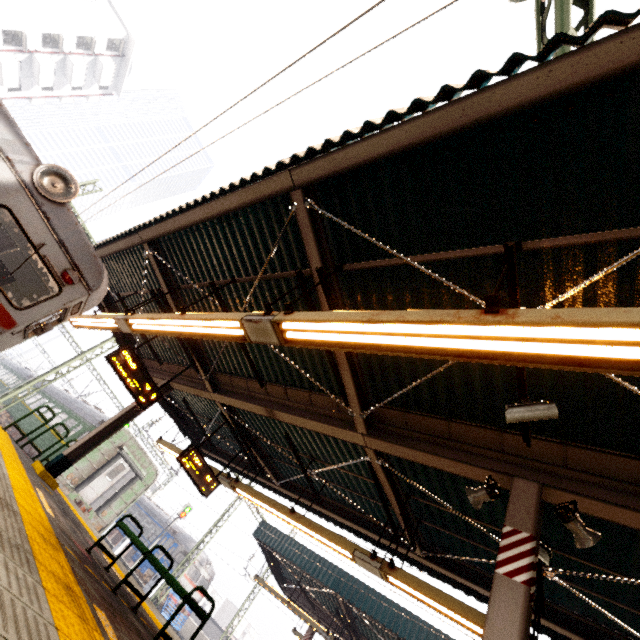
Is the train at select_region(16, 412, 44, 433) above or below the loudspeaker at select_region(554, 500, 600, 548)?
below

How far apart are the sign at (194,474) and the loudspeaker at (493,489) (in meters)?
6.75

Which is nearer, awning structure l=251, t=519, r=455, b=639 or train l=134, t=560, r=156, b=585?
awning structure l=251, t=519, r=455, b=639

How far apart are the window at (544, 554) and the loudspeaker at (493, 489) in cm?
84

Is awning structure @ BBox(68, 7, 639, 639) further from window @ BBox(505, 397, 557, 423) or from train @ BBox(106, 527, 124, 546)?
train @ BBox(106, 527, 124, 546)

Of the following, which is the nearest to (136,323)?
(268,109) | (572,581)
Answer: (268,109)

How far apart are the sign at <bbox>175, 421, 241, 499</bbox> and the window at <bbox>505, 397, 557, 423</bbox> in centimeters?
765cm

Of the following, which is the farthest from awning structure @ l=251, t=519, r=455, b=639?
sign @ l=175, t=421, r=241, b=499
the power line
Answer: the power line
